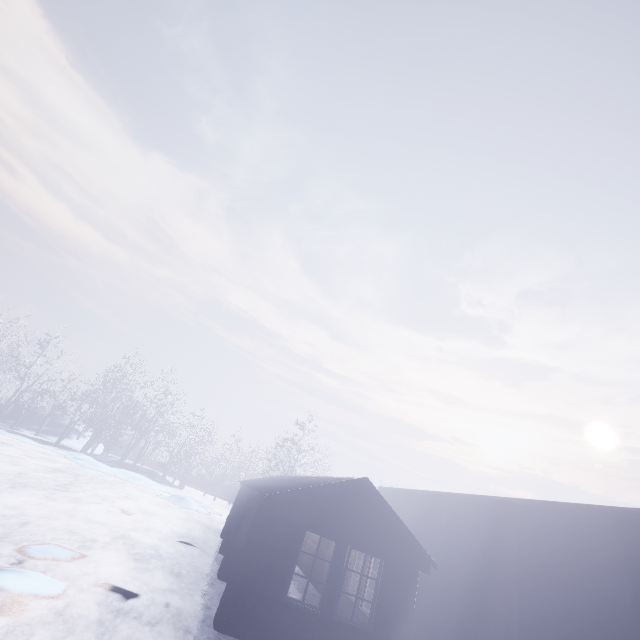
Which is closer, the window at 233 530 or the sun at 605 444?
the window at 233 530

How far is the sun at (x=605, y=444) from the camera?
53.2 meters

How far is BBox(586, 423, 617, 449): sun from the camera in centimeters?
5319cm

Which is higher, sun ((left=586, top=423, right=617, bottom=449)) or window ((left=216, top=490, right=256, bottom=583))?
sun ((left=586, top=423, right=617, bottom=449))

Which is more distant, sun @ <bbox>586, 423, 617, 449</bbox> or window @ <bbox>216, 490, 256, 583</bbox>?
sun @ <bbox>586, 423, 617, 449</bbox>

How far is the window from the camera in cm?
905

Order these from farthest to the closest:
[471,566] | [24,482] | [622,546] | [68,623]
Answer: [24,482] < [471,566] < [622,546] < [68,623]
